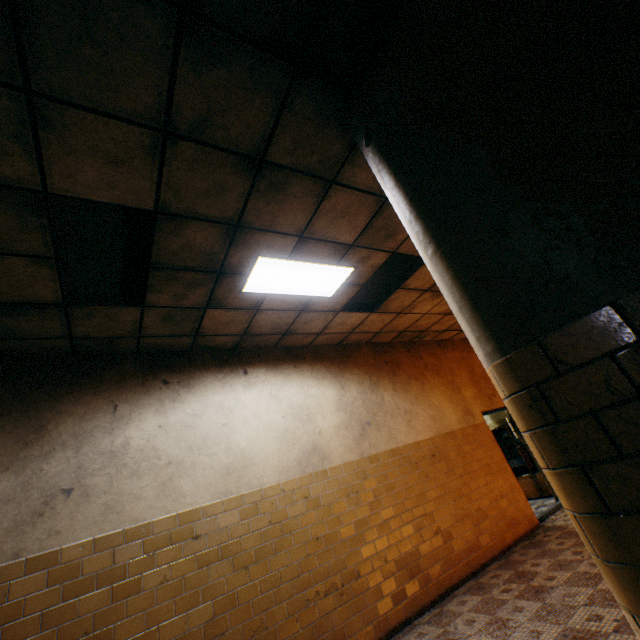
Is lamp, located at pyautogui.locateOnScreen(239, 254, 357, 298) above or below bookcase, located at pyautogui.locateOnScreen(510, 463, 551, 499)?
above

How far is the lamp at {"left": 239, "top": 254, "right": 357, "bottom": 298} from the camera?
3.5m

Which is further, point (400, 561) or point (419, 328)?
point (419, 328)

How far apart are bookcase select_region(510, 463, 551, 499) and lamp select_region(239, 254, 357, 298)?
7.1m

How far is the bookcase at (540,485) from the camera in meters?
8.0

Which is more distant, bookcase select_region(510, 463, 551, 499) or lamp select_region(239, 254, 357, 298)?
bookcase select_region(510, 463, 551, 499)

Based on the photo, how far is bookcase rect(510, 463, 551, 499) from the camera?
8.0 meters

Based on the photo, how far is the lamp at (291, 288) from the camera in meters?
3.5 m
